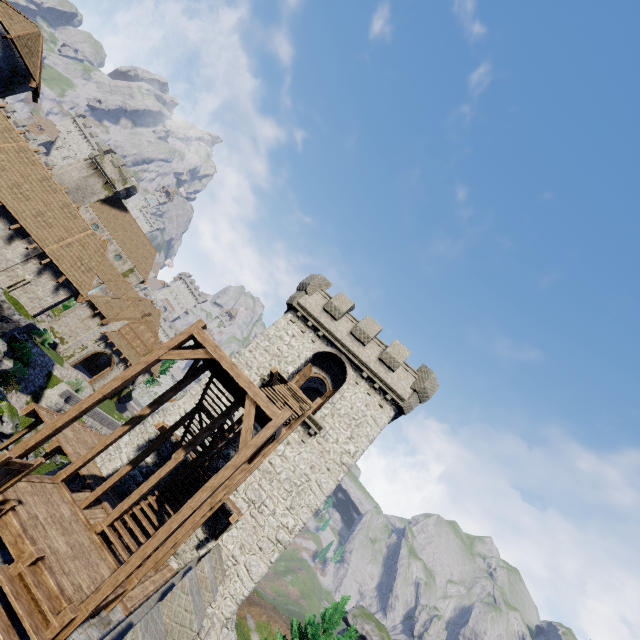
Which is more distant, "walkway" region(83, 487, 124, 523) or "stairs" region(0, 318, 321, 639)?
"walkway" region(83, 487, 124, 523)

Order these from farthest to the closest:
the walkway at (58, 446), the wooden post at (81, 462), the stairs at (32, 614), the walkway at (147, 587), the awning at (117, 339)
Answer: the awning at (117, 339) → the walkway at (58, 446) → the wooden post at (81, 462) → the walkway at (147, 587) → the stairs at (32, 614)

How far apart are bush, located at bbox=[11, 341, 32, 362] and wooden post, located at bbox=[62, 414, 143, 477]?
22.59m

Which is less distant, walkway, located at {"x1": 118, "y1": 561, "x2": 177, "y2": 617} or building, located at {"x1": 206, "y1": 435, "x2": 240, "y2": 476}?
walkway, located at {"x1": 118, "y1": 561, "x2": 177, "y2": 617}

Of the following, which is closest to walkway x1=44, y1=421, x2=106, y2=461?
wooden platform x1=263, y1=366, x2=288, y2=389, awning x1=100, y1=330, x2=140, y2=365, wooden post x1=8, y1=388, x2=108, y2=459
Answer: wooden post x1=8, y1=388, x2=108, y2=459

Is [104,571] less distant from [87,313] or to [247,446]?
[247,446]

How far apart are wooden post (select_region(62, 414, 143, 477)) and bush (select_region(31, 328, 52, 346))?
28.5 meters

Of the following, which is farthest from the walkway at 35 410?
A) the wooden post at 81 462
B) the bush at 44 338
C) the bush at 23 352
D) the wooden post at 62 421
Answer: the bush at 44 338
